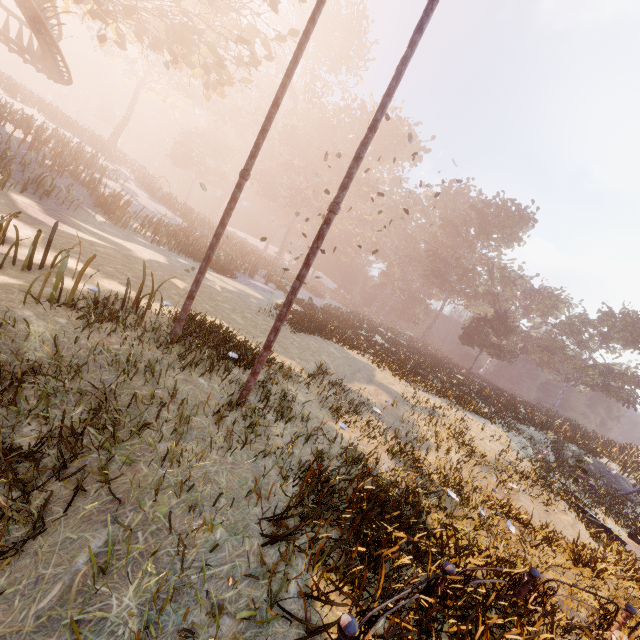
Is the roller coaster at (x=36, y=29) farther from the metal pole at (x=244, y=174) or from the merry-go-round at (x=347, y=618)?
the merry-go-round at (x=347, y=618)

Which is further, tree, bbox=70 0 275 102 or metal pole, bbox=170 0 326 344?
tree, bbox=70 0 275 102

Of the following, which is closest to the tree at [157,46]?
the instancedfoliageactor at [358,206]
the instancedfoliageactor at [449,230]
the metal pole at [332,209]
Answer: the metal pole at [332,209]

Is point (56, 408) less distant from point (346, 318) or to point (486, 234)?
point (346, 318)

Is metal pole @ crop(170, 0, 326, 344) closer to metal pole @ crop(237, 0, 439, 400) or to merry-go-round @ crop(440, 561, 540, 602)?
metal pole @ crop(237, 0, 439, 400)

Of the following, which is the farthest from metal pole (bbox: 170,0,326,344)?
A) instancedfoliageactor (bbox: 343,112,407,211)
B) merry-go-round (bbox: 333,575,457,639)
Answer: instancedfoliageactor (bbox: 343,112,407,211)

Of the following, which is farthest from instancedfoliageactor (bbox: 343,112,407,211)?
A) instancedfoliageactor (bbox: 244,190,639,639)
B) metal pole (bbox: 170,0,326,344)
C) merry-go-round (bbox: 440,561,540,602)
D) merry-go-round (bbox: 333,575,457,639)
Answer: merry-go-round (bbox: 333,575,457,639)

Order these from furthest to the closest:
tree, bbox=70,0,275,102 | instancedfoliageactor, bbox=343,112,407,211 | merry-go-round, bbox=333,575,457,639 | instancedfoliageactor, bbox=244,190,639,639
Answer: instancedfoliageactor, bbox=343,112,407,211
tree, bbox=70,0,275,102
instancedfoliageactor, bbox=244,190,639,639
merry-go-round, bbox=333,575,457,639
